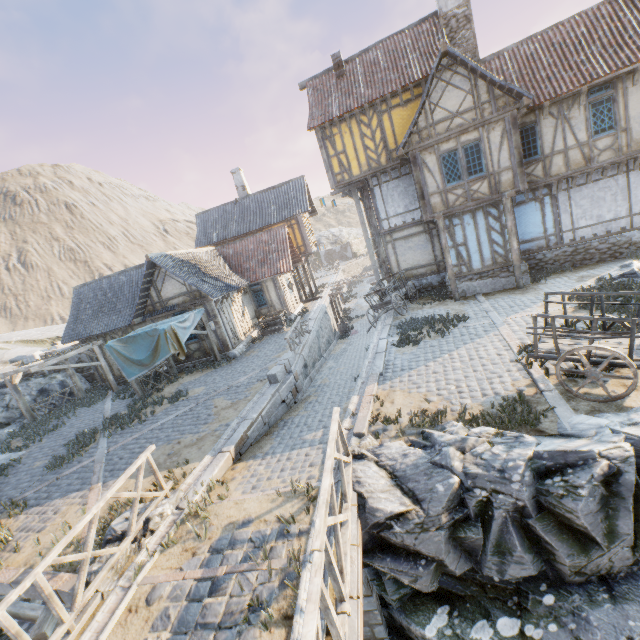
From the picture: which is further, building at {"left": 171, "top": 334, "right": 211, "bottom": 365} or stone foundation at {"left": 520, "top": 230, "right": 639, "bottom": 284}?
building at {"left": 171, "top": 334, "right": 211, "bottom": 365}

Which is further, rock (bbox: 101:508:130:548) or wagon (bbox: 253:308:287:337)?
wagon (bbox: 253:308:287:337)

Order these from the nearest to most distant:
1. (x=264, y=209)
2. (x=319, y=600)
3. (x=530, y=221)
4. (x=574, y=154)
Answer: (x=319, y=600)
(x=574, y=154)
(x=530, y=221)
(x=264, y=209)

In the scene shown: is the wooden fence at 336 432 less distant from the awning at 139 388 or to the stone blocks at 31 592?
the stone blocks at 31 592

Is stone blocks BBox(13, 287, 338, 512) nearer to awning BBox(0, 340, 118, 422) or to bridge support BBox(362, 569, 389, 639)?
awning BBox(0, 340, 118, 422)

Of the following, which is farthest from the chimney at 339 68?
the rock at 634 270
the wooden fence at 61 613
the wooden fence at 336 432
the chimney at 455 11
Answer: the wooden fence at 61 613

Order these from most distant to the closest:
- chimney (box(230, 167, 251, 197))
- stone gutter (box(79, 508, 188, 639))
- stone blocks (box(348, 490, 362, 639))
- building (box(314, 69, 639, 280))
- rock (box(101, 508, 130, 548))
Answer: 1. chimney (box(230, 167, 251, 197))
2. building (box(314, 69, 639, 280))
3. rock (box(101, 508, 130, 548))
4. stone gutter (box(79, 508, 188, 639))
5. stone blocks (box(348, 490, 362, 639))

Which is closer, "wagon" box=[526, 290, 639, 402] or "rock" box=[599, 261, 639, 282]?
"wagon" box=[526, 290, 639, 402]
